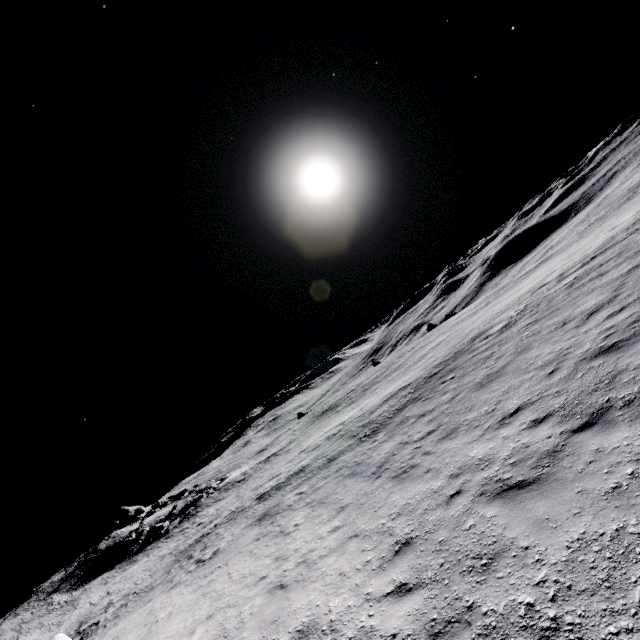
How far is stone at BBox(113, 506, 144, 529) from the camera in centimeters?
4341cm

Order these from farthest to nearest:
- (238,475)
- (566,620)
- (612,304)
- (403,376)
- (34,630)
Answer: (238,475) → (34,630) → (403,376) → (612,304) → (566,620)

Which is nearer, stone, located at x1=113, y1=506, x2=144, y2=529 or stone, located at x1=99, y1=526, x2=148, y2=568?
stone, located at x1=99, y1=526, x2=148, y2=568

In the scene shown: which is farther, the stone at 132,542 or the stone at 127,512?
the stone at 127,512

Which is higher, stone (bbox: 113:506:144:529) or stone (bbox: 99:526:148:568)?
stone (bbox: 113:506:144:529)

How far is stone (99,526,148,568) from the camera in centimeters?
3228cm

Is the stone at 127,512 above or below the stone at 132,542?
above
